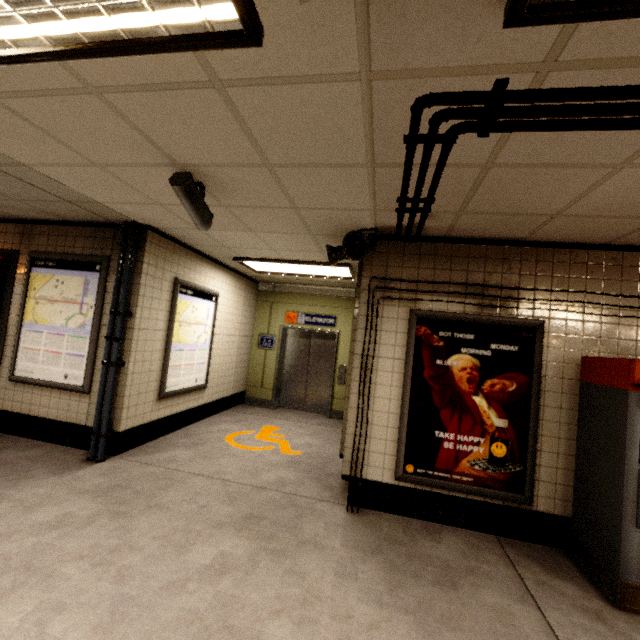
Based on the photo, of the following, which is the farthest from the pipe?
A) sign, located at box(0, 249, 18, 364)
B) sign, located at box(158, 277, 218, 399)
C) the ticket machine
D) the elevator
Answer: sign, located at box(0, 249, 18, 364)

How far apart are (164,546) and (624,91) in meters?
3.9 m

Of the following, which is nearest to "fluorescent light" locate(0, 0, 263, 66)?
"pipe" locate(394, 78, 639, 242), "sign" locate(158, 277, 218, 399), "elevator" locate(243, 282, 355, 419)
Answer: "pipe" locate(394, 78, 639, 242)

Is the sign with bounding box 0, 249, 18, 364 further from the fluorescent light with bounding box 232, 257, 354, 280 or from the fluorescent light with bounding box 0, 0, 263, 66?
the fluorescent light with bounding box 0, 0, 263, 66

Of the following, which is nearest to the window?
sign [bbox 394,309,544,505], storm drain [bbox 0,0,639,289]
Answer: storm drain [bbox 0,0,639,289]

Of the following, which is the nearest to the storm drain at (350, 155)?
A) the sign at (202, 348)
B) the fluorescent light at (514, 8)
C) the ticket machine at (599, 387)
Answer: the fluorescent light at (514, 8)

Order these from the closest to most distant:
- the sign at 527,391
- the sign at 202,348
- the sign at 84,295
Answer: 1. the sign at 527,391
2. the sign at 84,295
3. the sign at 202,348

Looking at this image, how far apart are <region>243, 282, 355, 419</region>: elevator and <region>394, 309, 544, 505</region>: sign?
3.8m
